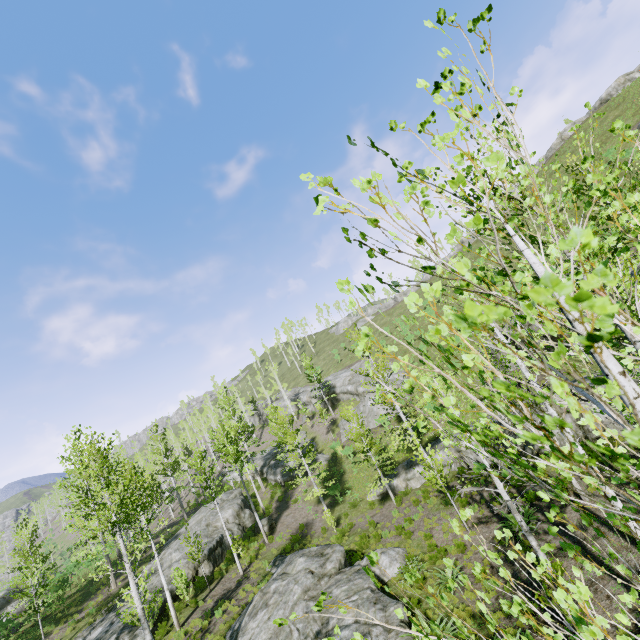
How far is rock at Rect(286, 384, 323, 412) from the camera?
47.8m

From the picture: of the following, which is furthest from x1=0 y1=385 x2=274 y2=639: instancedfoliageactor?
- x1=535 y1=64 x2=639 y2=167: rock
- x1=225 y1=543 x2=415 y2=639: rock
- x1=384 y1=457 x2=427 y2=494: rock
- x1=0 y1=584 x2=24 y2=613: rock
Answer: x1=535 y1=64 x2=639 y2=167: rock

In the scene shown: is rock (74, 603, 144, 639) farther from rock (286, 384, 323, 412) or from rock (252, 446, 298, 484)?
rock (286, 384, 323, 412)

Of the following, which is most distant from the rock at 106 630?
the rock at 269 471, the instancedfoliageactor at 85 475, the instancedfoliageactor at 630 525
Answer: the rock at 269 471

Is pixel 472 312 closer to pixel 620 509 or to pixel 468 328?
pixel 468 328

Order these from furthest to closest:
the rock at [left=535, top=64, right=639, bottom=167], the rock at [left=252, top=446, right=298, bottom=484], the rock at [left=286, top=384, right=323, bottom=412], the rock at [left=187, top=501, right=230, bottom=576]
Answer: the rock at [left=286, top=384, right=323, bottom=412] → the rock at [left=535, top=64, right=639, bottom=167] → the rock at [left=252, top=446, right=298, bottom=484] → the rock at [left=187, top=501, right=230, bottom=576]

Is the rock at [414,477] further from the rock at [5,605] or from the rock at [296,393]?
the rock at [5,605]

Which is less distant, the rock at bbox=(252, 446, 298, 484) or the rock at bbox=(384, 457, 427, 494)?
the rock at bbox=(384, 457, 427, 494)
